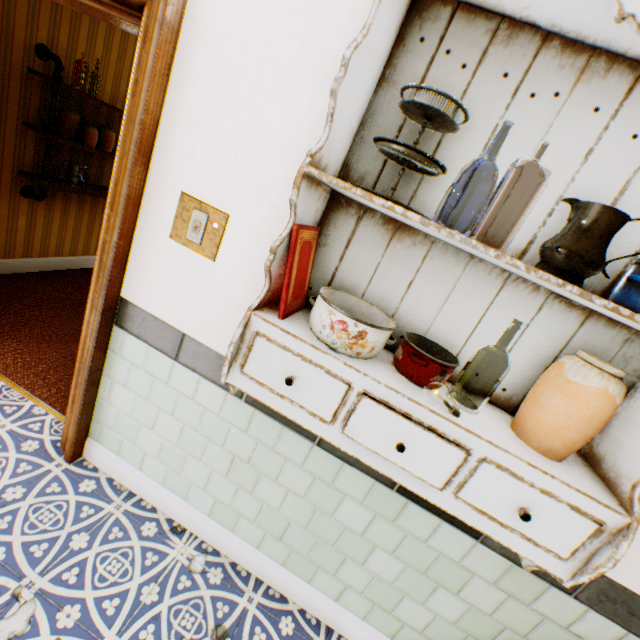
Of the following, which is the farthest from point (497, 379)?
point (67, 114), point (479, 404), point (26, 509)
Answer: point (67, 114)

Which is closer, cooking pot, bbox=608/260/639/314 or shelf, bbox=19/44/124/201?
cooking pot, bbox=608/260/639/314

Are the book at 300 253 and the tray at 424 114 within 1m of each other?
yes

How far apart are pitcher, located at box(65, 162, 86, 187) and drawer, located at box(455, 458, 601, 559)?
3.49m

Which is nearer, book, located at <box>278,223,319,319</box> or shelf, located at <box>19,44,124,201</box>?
book, located at <box>278,223,319,319</box>

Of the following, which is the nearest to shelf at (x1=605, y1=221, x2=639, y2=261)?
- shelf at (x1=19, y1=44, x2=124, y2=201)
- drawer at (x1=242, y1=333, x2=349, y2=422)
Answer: drawer at (x1=242, y1=333, x2=349, y2=422)

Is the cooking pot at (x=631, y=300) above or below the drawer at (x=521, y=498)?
above
